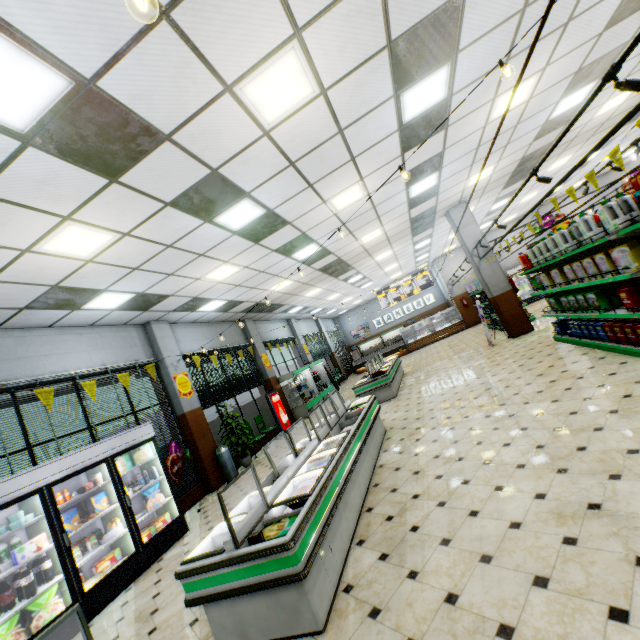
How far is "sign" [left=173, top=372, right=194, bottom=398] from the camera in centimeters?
896cm

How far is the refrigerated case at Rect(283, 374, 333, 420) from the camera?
13.92m

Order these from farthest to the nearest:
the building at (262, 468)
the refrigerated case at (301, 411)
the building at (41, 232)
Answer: the refrigerated case at (301, 411), the building at (262, 468), the building at (41, 232)

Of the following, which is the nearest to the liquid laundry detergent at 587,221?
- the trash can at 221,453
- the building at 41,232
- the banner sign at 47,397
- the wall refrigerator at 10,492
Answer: the building at 41,232

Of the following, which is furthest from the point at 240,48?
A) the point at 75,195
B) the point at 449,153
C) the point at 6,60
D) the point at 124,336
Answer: the point at 124,336

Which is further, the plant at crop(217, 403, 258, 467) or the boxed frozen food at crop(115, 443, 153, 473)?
the plant at crop(217, 403, 258, 467)

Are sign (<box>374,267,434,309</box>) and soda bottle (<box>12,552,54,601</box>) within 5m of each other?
no

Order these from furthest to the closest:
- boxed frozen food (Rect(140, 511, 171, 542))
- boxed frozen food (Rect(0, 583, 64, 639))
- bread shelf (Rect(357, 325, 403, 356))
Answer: bread shelf (Rect(357, 325, 403, 356)) < boxed frozen food (Rect(140, 511, 171, 542)) < boxed frozen food (Rect(0, 583, 64, 639))
